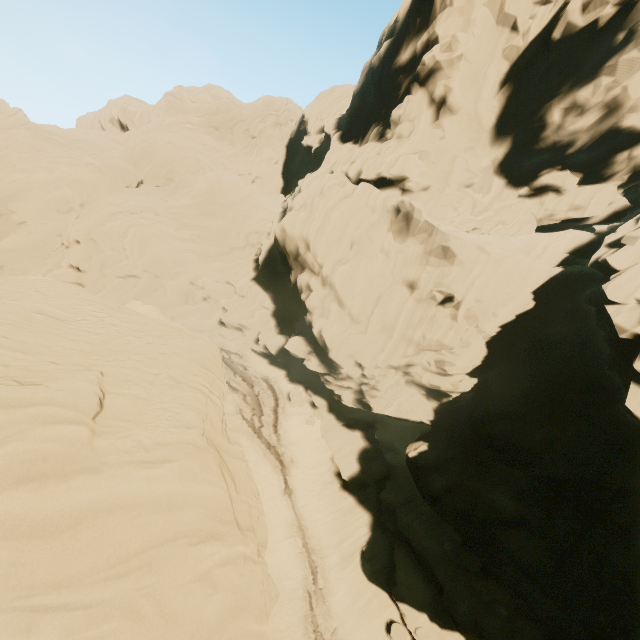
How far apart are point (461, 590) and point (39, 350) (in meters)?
24.62
